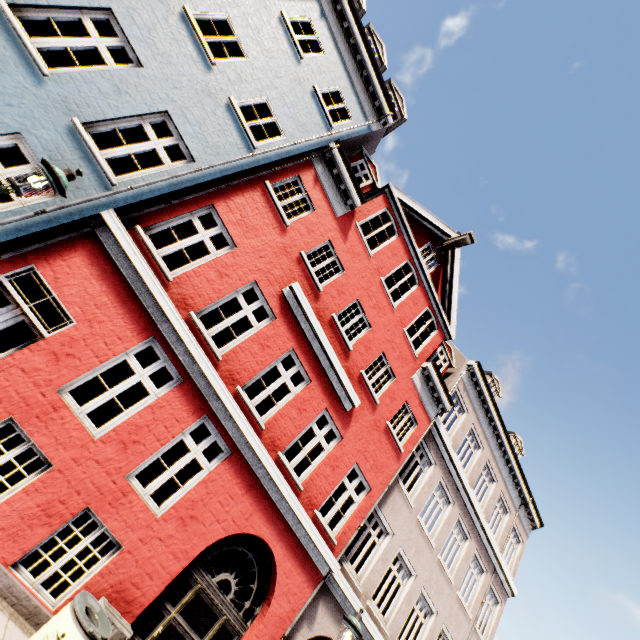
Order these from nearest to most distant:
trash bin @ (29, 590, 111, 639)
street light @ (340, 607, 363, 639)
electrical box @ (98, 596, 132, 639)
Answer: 1. trash bin @ (29, 590, 111, 639)
2. electrical box @ (98, 596, 132, 639)
3. street light @ (340, 607, 363, 639)

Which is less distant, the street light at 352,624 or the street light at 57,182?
the street light at 57,182

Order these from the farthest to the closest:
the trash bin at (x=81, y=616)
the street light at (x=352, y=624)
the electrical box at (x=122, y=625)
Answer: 1. the street light at (x=352, y=624)
2. the electrical box at (x=122, y=625)
3. the trash bin at (x=81, y=616)

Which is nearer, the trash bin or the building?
the trash bin

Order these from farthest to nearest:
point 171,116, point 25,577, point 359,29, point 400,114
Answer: point 400,114
point 359,29
point 171,116
point 25,577

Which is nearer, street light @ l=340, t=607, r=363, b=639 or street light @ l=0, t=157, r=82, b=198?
street light @ l=0, t=157, r=82, b=198

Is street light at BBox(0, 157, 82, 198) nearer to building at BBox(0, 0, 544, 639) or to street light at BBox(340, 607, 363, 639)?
building at BBox(0, 0, 544, 639)

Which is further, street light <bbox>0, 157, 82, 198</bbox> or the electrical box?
the electrical box
